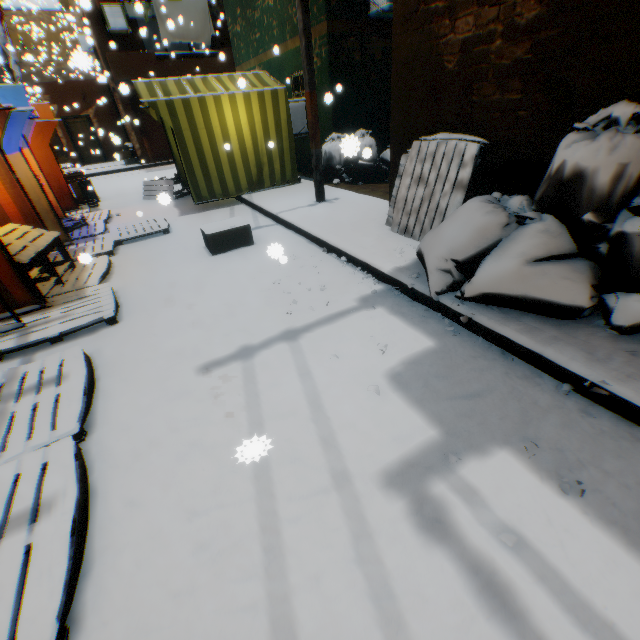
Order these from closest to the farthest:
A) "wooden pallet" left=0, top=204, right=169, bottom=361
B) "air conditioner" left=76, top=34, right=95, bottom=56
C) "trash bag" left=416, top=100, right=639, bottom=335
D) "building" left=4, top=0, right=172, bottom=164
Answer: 1. "trash bag" left=416, top=100, right=639, bottom=335
2. "wooden pallet" left=0, top=204, right=169, bottom=361
3. "air conditioner" left=76, top=34, right=95, bottom=56
4. "building" left=4, top=0, right=172, bottom=164

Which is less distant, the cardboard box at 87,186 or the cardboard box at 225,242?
the cardboard box at 225,242

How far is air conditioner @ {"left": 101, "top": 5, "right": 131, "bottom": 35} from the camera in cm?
1322

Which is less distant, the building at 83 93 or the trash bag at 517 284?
→ the trash bag at 517 284

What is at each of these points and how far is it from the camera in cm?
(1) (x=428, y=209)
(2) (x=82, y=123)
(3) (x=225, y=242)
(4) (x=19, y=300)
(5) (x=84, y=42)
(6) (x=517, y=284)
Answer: (1) wooden pallet, 413
(2) door, 1894
(3) cardboard box, 523
(4) tent, 369
(5) air conditioner, 1814
(6) trash bag, 262

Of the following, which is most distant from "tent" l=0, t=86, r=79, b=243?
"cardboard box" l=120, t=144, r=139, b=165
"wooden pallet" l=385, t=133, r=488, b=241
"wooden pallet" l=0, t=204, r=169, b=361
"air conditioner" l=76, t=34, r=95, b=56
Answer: "air conditioner" l=76, t=34, r=95, b=56

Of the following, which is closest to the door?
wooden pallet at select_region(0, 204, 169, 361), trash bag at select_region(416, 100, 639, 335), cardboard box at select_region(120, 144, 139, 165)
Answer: cardboard box at select_region(120, 144, 139, 165)

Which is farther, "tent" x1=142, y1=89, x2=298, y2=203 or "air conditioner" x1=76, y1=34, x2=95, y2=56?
"air conditioner" x1=76, y1=34, x2=95, y2=56
